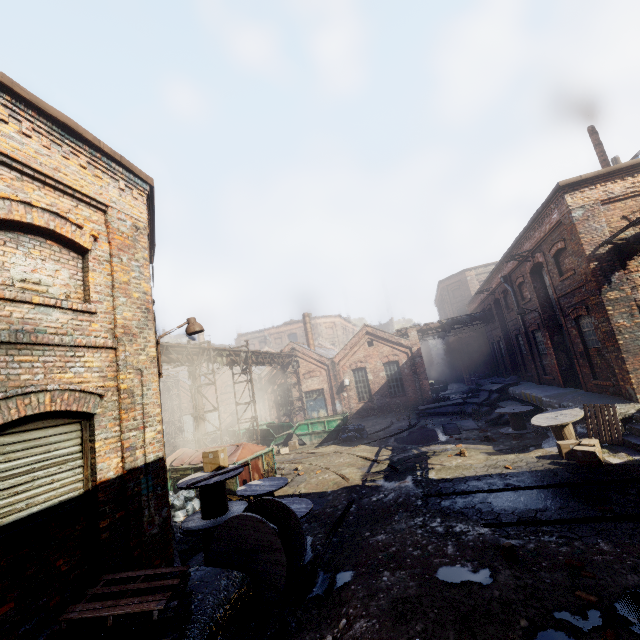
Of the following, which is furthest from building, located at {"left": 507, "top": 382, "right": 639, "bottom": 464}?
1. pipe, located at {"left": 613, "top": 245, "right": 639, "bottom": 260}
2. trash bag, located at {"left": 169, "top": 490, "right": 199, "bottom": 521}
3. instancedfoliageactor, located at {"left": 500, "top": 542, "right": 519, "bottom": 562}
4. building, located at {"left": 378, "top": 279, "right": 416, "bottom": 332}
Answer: building, located at {"left": 378, "top": 279, "right": 416, "bottom": 332}

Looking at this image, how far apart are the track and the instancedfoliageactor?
3.4 meters

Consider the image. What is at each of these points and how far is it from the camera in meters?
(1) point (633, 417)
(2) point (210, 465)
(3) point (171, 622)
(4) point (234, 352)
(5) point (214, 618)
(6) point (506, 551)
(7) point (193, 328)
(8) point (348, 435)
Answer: (1) building, 9.9
(2) carton, 8.1
(3) pallet, 3.9
(4) pipe, 19.2
(5) building, 4.4
(6) instancedfoliageactor, 5.4
(7) light, 7.1
(8) trash bag, 18.3

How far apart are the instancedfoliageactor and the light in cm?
699

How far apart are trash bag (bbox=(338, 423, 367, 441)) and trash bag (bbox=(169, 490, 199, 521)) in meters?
8.6

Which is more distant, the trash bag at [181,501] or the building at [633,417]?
the trash bag at [181,501]

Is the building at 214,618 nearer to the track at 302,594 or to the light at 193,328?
the track at 302,594

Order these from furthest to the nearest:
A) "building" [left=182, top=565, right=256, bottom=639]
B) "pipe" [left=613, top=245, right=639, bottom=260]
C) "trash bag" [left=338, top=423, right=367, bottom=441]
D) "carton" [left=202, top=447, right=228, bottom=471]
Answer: "trash bag" [left=338, top=423, right=367, bottom=441]
"pipe" [left=613, top=245, right=639, bottom=260]
"carton" [left=202, top=447, right=228, bottom=471]
"building" [left=182, top=565, right=256, bottom=639]
